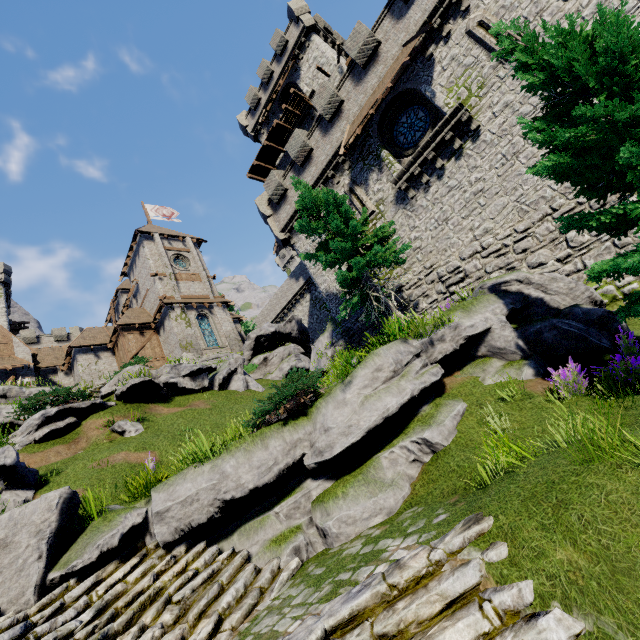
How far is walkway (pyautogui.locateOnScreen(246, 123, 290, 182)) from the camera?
28.14m

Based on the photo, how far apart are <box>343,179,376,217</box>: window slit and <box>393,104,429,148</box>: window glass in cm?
264

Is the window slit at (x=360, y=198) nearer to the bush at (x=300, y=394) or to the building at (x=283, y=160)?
the building at (x=283, y=160)

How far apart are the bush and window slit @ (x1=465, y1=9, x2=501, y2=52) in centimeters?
1463cm

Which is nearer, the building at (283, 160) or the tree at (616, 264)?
the tree at (616, 264)

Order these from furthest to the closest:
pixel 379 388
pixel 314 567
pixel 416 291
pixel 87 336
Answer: pixel 87 336 → pixel 416 291 → pixel 379 388 → pixel 314 567

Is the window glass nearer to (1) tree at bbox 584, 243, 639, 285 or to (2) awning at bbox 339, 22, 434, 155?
(2) awning at bbox 339, 22, 434, 155

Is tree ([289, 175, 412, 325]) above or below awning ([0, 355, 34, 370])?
below
